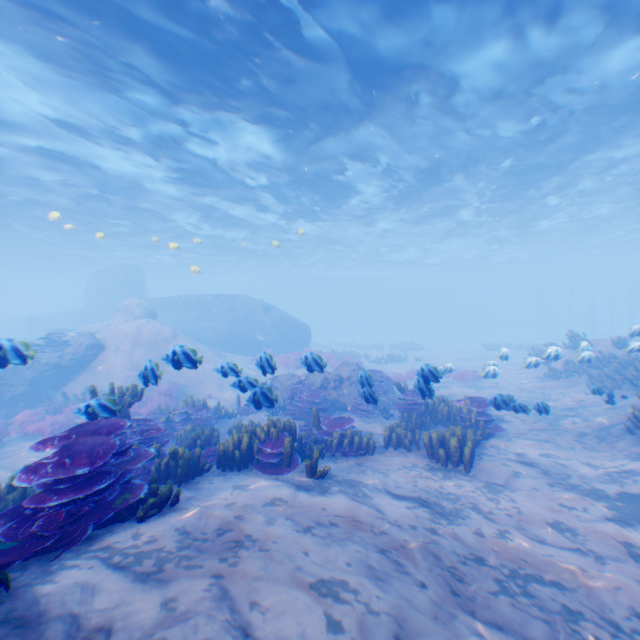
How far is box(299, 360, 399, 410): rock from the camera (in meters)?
12.65

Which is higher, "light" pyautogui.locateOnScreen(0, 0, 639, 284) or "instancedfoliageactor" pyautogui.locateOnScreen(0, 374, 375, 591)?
"light" pyautogui.locateOnScreen(0, 0, 639, 284)

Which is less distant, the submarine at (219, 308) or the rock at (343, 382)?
the rock at (343, 382)

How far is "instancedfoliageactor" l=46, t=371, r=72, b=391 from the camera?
15.41m

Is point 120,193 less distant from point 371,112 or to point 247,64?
point 247,64

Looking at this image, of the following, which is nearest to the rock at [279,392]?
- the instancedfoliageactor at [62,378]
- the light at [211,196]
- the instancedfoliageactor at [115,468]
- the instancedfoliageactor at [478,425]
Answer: the instancedfoliageactor at [115,468]

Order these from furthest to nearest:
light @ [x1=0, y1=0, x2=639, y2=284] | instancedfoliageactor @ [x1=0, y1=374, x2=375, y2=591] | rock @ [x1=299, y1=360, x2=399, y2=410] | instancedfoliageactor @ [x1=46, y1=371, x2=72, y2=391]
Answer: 1. instancedfoliageactor @ [x1=46, y1=371, x2=72, y2=391]
2. rock @ [x1=299, y1=360, x2=399, y2=410]
3. light @ [x1=0, y1=0, x2=639, y2=284]
4. instancedfoliageactor @ [x1=0, y1=374, x2=375, y2=591]

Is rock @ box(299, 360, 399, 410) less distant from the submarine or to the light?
the submarine
